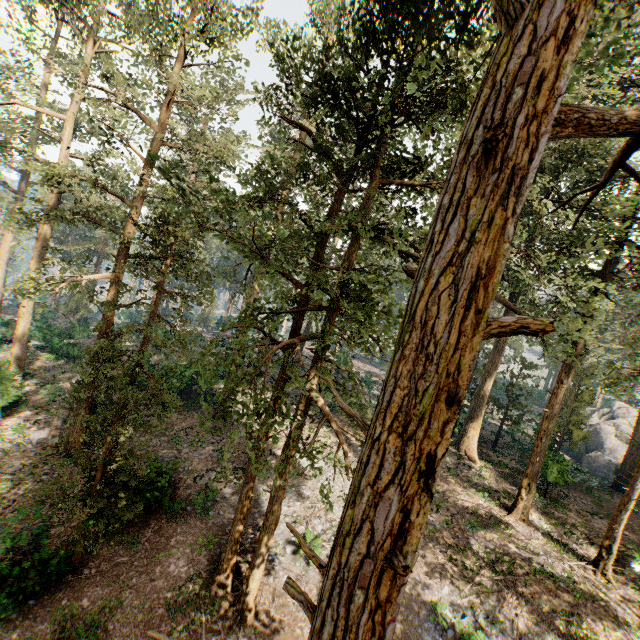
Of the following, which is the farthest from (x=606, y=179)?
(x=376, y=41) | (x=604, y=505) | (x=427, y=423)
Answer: (x=604, y=505)

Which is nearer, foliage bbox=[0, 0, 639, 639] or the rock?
foliage bbox=[0, 0, 639, 639]

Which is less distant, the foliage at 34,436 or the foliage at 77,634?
the foliage at 77,634

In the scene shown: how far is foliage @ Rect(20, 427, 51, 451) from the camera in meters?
18.3 m

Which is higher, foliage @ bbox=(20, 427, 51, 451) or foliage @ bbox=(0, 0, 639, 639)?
foliage @ bbox=(0, 0, 639, 639)

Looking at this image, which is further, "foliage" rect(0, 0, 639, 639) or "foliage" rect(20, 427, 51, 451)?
"foliage" rect(20, 427, 51, 451)

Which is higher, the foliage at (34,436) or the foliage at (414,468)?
the foliage at (414,468)

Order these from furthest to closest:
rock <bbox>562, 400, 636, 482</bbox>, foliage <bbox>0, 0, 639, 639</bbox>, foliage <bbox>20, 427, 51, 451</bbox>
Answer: rock <bbox>562, 400, 636, 482</bbox>
foliage <bbox>20, 427, 51, 451</bbox>
foliage <bbox>0, 0, 639, 639</bbox>
